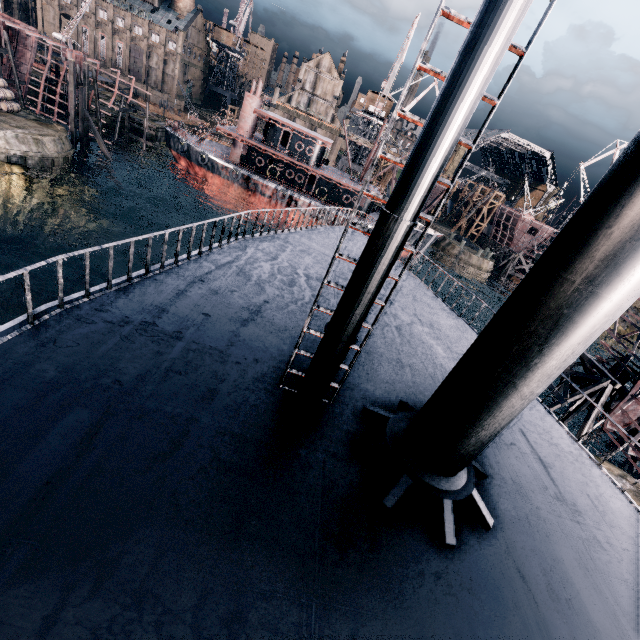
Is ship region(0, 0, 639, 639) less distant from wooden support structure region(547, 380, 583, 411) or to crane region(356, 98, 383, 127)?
wooden support structure region(547, 380, 583, 411)

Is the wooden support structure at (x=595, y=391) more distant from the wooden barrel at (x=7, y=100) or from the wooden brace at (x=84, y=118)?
the wooden barrel at (x=7, y=100)

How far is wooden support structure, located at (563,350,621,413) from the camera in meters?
26.0 m

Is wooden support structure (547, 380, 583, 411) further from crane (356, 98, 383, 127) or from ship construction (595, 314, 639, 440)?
crane (356, 98, 383, 127)

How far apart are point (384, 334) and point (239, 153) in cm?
4331

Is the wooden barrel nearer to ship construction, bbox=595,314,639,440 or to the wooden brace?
the wooden brace

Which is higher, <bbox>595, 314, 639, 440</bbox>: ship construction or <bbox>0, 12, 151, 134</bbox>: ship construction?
<bbox>0, 12, 151, 134</bbox>: ship construction

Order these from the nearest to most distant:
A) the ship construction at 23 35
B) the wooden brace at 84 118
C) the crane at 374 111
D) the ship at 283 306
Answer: the ship at 283 306 → the wooden brace at 84 118 → the ship construction at 23 35 → the crane at 374 111
